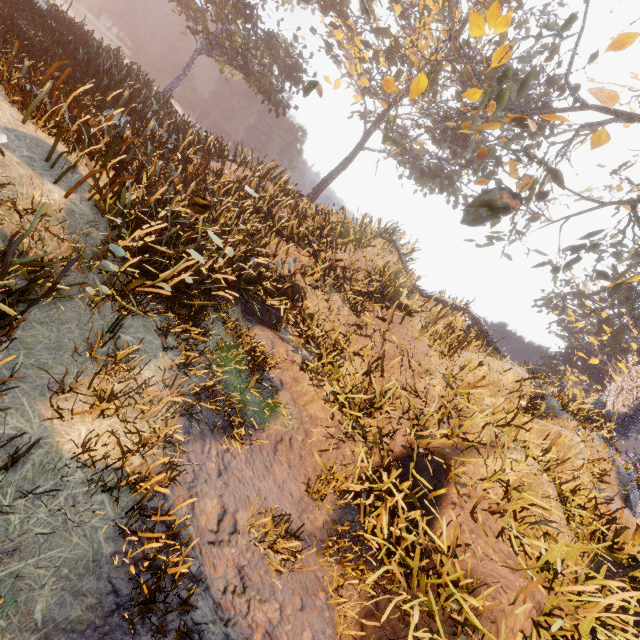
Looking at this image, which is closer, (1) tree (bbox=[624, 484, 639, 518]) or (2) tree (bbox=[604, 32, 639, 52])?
(1) tree (bbox=[624, 484, 639, 518])

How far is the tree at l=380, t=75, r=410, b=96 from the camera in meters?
9.0

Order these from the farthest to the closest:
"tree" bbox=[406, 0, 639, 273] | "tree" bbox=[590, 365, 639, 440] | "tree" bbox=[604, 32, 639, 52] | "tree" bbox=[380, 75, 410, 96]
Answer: "tree" bbox=[590, 365, 639, 440], "tree" bbox=[604, 32, 639, 52], "tree" bbox=[380, 75, 410, 96], "tree" bbox=[406, 0, 639, 273]

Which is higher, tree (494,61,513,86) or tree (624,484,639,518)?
tree (494,61,513,86)

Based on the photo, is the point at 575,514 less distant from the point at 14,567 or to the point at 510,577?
the point at 510,577

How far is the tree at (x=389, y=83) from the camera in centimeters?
896cm
